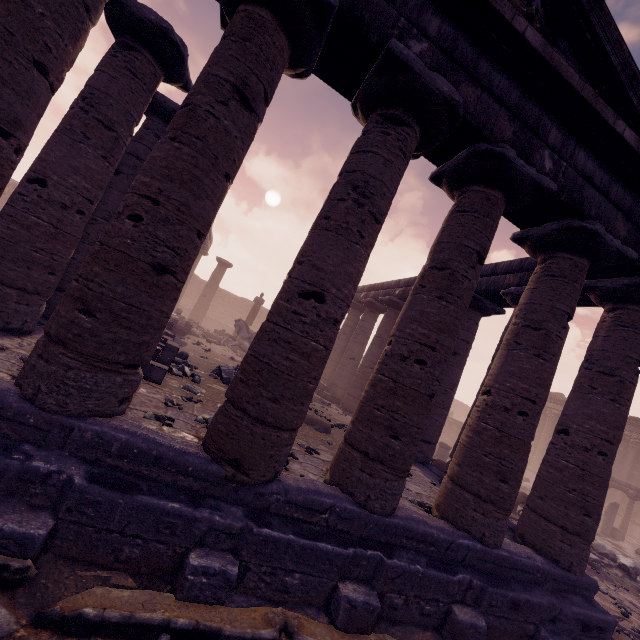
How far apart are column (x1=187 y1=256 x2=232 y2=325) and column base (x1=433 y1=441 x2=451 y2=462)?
18.49m

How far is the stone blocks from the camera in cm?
1439

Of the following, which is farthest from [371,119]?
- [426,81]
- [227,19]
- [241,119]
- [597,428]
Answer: [597,428]

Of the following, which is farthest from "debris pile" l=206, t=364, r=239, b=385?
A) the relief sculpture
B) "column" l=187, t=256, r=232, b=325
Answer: "column" l=187, t=256, r=232, b=325

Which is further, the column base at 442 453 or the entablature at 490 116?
the column base at 442 453

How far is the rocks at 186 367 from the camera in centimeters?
701cm

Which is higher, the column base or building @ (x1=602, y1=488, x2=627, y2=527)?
building @ (x1=602, y1=488, x2=627, y2=527)

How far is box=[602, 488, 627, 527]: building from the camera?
20.8m
